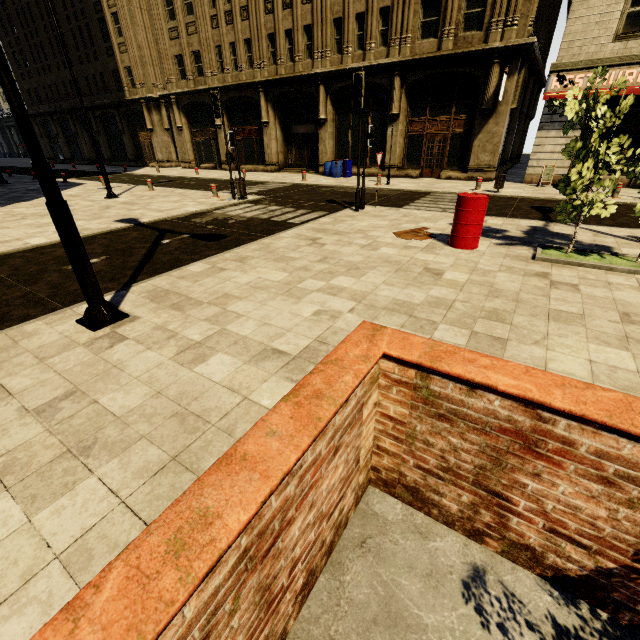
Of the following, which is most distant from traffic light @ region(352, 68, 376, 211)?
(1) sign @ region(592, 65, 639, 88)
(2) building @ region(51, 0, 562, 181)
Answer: (1) sign @ region(592, 65, 639, 88)

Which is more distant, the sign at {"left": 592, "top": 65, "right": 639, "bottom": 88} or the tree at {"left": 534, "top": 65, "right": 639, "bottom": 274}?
the sign at {"left": 592, "top": 65, "right": 639, "bottom": 88}

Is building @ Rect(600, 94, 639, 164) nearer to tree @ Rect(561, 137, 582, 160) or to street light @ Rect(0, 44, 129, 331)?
street light @ Rect(0, 44, 129, 331)

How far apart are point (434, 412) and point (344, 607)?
1.18m

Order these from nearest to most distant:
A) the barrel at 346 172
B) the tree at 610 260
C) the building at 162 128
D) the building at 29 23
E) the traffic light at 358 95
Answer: the tree at 610 260 < the traffic light at 358 95 < the building at 162 128 < the barrel at 346 172 < the building at 29 23

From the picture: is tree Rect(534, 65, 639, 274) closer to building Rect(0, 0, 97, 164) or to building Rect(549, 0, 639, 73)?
building Rect(549, 0, 639, 73)

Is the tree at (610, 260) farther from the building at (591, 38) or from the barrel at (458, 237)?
the building at (591, 38)

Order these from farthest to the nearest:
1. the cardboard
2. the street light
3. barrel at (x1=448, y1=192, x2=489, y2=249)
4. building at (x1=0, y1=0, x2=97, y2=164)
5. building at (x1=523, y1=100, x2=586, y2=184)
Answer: building at (x1=0, y1=0, x2=97, y2=164) < building at (x1=523, y1=100, x2=586, y2=184) < the cardboard < barrel at (x1=448, y1=192, x2=489, y2=249) < the street light
